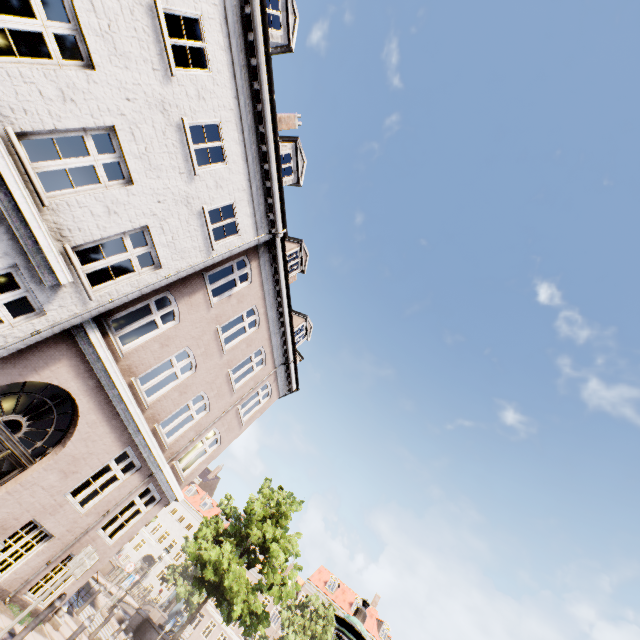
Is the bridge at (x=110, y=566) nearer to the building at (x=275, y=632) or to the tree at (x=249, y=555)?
the tree at (x=249, y=555)

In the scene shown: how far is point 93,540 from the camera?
9.5m

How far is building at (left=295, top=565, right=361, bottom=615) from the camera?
41.3m

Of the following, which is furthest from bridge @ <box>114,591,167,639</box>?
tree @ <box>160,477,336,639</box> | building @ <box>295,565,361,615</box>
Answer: building @ <box>295,565,361,615</box>

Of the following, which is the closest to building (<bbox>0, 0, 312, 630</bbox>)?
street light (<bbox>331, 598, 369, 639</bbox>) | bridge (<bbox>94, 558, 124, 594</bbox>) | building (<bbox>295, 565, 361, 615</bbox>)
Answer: street light (<bbox>331, 598, 369, 639</bbox>)

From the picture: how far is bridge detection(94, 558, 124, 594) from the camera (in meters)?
21.48

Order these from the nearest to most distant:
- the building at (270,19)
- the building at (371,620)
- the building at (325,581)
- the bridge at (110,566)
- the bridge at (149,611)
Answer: the building at (270,19), the bridge at (149,611), the bridge at (110,566), the building at (371,620), the building at (325,581)

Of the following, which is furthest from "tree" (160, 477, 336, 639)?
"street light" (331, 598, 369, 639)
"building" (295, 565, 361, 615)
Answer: "street light" (331, 598, 369, 639)
